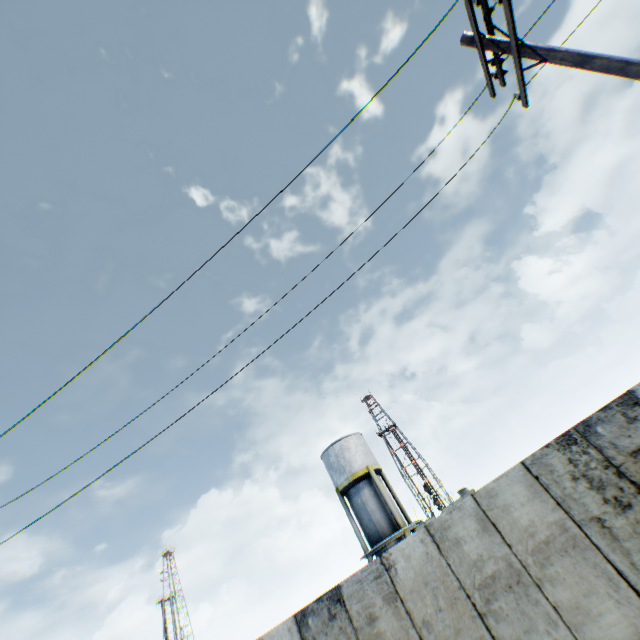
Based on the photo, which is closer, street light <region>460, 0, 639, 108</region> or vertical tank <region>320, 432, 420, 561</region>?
street light <region>460, 0, 639, 108</region>

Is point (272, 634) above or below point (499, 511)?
above

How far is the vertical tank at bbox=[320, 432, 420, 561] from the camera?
22.6m

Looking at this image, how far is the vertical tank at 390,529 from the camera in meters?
22.6 m

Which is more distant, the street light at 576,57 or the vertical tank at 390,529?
the vertical tank at 390,529
